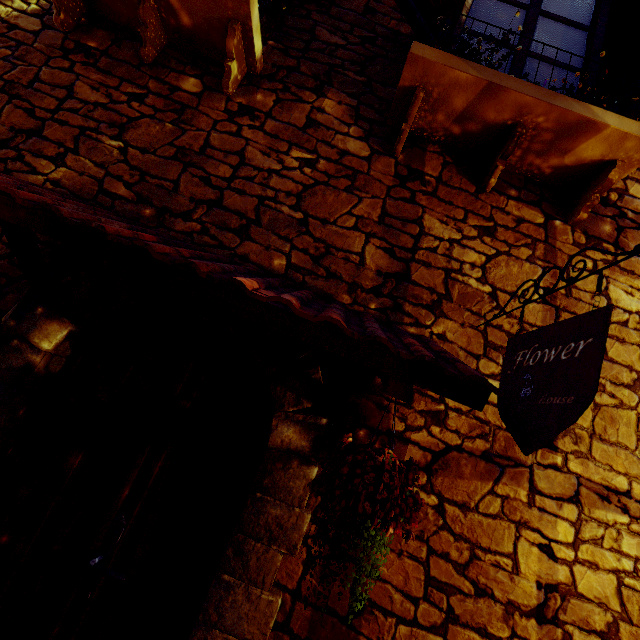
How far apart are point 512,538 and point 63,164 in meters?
3.3

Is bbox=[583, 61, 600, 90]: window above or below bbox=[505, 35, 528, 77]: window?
above

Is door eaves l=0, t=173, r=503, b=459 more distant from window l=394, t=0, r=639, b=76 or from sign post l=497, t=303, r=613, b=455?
window l=394, t=0, r=639, b=76

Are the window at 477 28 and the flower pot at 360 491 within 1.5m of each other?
no

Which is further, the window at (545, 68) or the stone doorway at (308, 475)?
the window at (545, 68)

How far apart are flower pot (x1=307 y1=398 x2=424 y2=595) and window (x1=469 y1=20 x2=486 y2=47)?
2.7m

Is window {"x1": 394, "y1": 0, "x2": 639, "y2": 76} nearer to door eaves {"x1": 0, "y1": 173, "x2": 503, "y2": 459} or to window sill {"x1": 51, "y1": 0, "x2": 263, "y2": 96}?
window sill {"x1": 51, "y1": 0, "x2": 263, "y2": 96}

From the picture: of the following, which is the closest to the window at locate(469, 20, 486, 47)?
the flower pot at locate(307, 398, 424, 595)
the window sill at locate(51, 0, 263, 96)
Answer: the window sill at locate(51, 0, 263, 96)
